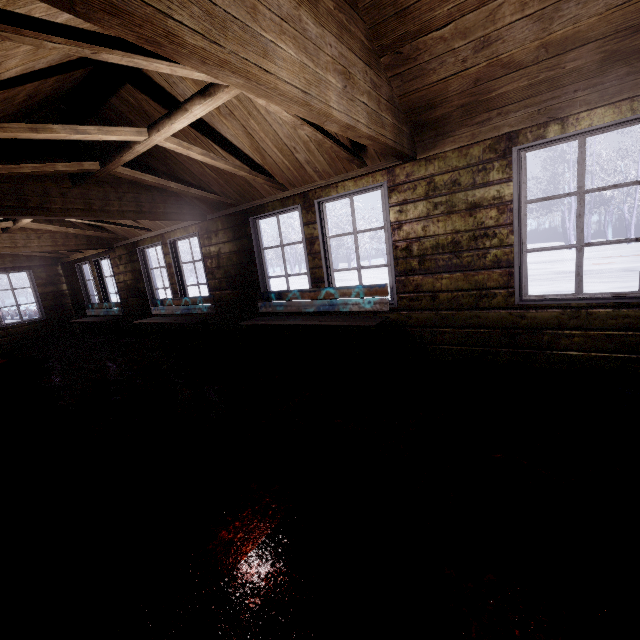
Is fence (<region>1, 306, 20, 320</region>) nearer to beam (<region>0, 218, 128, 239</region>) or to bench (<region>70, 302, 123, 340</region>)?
bench (<region>70, 302, 123, 340</region>)

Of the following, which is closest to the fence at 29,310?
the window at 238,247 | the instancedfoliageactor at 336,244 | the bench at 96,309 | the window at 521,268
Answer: the bench at 96,309

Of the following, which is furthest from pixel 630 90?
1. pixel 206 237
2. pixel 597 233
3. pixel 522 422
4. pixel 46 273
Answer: pixel 597 233

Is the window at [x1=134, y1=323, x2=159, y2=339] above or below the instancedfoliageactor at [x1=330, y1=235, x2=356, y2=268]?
below

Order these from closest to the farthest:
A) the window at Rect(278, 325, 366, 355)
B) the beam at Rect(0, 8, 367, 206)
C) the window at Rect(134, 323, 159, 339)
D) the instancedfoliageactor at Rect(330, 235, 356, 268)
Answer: the beam at Rect(0, 8, 367, 206), the window at Rect(278, 325, 366, 355), the window at Rect(134, 323, 159, 339), the instancedfoliageactor at Rect(330, 235, 356, 268)

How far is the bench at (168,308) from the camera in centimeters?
514cm

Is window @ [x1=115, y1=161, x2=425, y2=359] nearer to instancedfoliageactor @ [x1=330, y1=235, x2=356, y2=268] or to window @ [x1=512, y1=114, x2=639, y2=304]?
window @ [x1=512, y1=114, x2=639, y2=304]

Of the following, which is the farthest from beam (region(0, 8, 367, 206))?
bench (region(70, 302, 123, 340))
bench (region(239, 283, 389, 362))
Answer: bench (region(70, 302, 123, 340))
